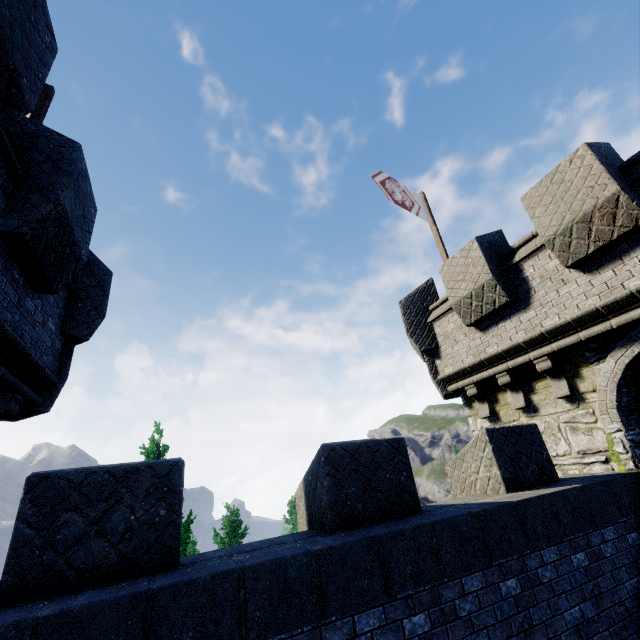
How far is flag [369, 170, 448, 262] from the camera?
10.3m

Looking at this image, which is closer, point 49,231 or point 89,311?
point 49,231

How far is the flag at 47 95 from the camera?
7.00m

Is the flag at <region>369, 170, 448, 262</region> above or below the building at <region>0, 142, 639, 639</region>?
above

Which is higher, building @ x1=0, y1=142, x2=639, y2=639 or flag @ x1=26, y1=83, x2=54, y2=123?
flag @ x1=26, y1=83, x2=54, y2=123

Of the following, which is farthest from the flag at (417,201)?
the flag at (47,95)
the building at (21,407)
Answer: the flag at (47,95)

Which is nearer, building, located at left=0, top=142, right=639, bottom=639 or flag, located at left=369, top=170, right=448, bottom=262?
building, located at left=0, top=142, right=639, bottom=639
